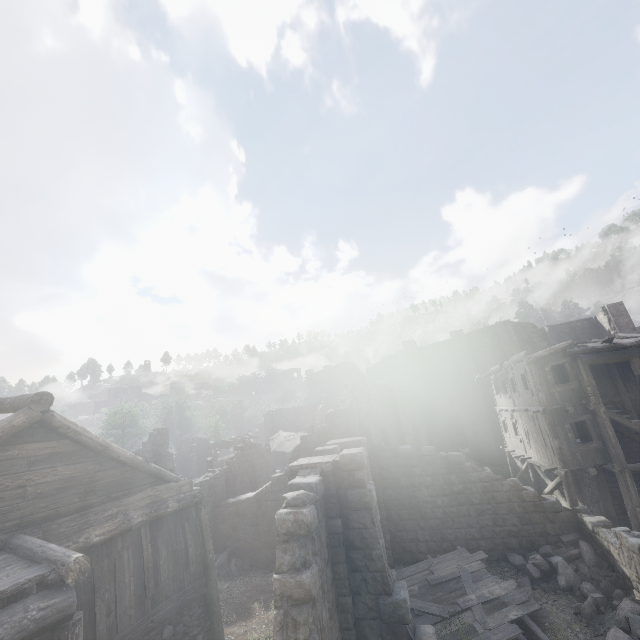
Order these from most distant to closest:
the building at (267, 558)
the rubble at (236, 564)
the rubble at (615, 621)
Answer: the rubble at (236, 564) < the rubble at (615, 621) < the building at (267, 558)

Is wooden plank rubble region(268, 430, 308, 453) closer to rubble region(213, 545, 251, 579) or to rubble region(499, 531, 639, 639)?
rubble region(213, 545, 251, 579)

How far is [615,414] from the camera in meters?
15.2

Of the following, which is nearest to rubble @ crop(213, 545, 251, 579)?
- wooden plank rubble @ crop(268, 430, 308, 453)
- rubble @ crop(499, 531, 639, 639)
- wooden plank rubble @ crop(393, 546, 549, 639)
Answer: wooden plank rubble @ crop(393, 546, 549, 639)

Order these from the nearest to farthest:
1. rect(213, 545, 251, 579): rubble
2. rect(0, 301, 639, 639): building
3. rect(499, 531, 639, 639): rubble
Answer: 1. rect(0, 301, 639, 639): building
2. rect(499, 531, 639, 639): rubble
3. rect(213, 545, 251, 579): rubble

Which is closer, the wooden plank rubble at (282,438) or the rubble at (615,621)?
the rubble at (615,621)

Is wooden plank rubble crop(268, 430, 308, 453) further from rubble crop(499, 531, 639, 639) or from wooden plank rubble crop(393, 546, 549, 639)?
rubble crop(499, 531, 639, 639)

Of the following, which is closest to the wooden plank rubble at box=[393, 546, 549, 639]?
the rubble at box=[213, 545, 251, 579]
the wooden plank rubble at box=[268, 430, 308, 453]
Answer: the rubble at box=[213, 545, 251, 579]
